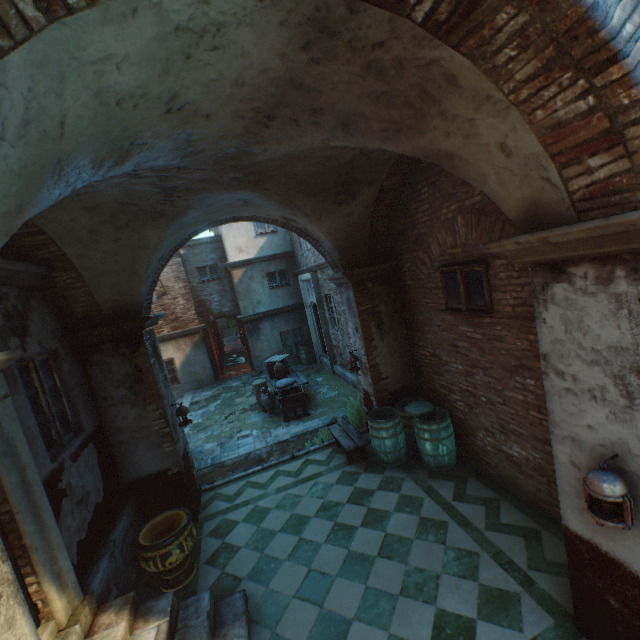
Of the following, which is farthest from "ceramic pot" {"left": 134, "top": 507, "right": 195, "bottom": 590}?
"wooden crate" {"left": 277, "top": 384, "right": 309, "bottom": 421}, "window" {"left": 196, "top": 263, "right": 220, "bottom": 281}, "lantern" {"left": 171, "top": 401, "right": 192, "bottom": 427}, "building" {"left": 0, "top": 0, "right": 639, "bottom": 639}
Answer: "window" {"left": 196, "top": 263, "right": 220, "bottom": 281}

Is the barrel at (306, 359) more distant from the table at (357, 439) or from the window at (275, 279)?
the table at (357, 439)

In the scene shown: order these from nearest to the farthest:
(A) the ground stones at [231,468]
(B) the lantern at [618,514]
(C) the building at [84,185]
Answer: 1. (C) the building at [84,185]
2. (B) the lantern at [618,514]
3. (A) the ground stones at [231,468]

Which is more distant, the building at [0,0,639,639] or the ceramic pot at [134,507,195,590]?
the ceramic pot at [134,507,195,590]

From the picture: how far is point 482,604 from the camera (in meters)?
3.62

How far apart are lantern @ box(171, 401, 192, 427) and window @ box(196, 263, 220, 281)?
10.20m

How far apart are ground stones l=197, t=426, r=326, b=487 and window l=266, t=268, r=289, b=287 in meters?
7.9 m

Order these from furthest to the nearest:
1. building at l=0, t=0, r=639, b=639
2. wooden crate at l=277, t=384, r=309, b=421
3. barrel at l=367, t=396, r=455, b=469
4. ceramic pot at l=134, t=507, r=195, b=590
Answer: wooden crate at l=277, t=384, r=309, b=421 → barrel at l=367, t=396, r=455, b=469 → ceramic pot at l=134, t=507, r=195, b=590 → building at l=0, t=0, r=639, b=639
